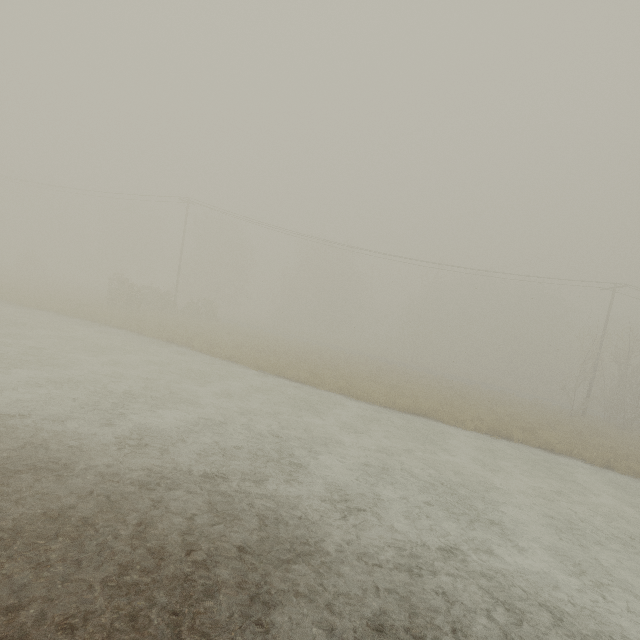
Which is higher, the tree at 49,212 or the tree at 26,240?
the tree at 49,212

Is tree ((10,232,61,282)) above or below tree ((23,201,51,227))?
below

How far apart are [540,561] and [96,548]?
8.4m

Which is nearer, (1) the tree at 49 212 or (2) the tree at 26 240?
(2) the tree at 26 240

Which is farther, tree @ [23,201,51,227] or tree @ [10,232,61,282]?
tree @ [23,201,51,227]

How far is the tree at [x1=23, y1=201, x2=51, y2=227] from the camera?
58.6 meters
